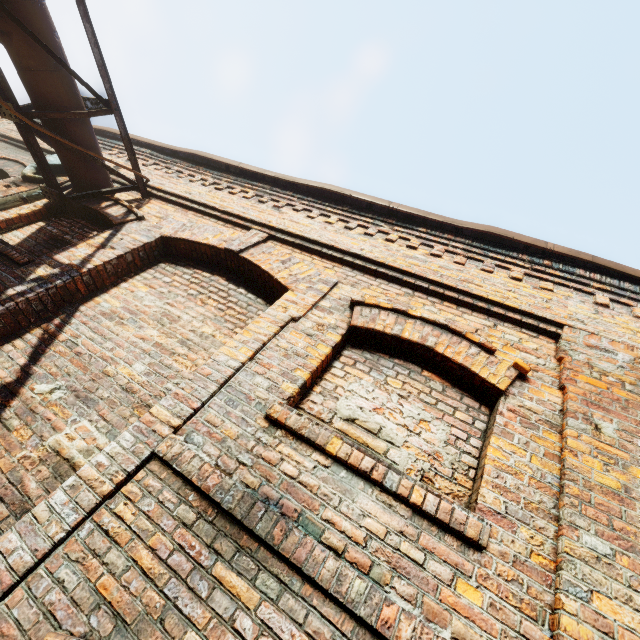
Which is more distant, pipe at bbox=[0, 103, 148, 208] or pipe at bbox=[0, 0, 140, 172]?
pipe at bbox=[0, 103, 148, 208]

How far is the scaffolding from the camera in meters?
4.3 m

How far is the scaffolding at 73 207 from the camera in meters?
4.3

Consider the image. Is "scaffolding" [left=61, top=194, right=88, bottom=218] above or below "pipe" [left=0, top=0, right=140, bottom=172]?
below

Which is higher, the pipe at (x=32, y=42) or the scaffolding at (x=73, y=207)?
the pipe at (x=32, y=42)

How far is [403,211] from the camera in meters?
3.9

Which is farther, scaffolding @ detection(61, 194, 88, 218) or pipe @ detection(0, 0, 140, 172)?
scaffolding @ detection(61, 194, 88, 218)
